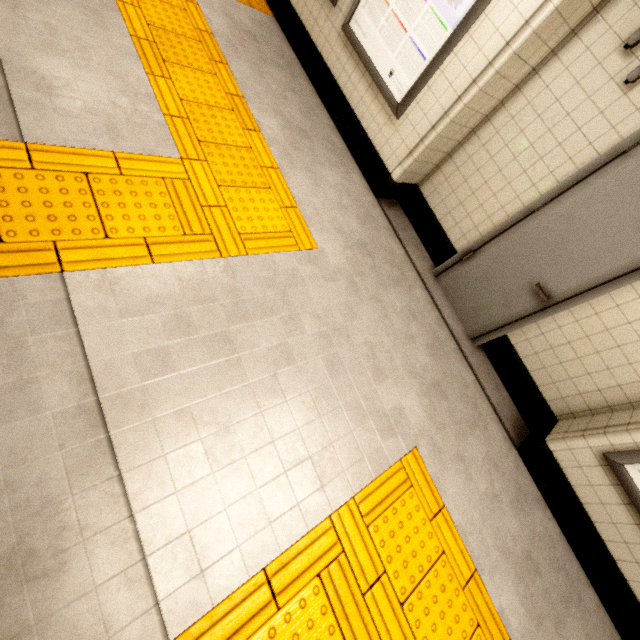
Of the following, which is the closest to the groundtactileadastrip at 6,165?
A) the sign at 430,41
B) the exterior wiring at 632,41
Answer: the sign at 430,41

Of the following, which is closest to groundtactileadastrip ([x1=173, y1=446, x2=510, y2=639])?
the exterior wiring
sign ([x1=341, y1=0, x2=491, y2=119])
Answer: sign ([x1=341, y1=0, x2=491, y2=119])

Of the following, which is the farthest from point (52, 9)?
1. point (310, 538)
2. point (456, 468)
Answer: point (456, 468)

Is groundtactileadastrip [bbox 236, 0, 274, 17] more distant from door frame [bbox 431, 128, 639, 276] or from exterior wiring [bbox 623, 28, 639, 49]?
exterior wiring [bbox 623, 28, 639, 49]

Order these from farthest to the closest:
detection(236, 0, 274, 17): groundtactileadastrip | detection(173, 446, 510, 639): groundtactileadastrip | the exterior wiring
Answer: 1. detection(236, 0, 274, 17): groundtactileadastrip
2. the exterior wiring
3. detection(173, 446, 510, 639): groundtactileadastrip

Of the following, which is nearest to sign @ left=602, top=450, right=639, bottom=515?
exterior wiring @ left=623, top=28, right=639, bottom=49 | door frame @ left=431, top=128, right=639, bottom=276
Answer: door frame @ left=431, top=128, right=639, bottom=276

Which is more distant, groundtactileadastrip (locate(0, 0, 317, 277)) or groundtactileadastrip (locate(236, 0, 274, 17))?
groundtactileadastrip (locate(236, 0, 274, 17))
